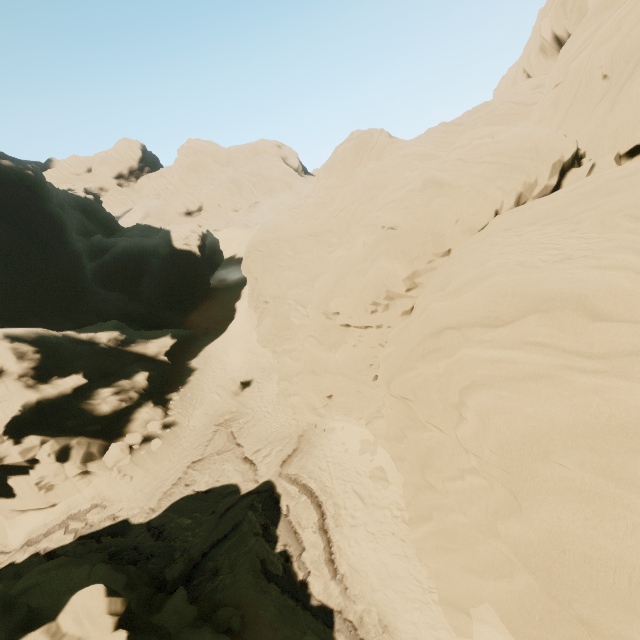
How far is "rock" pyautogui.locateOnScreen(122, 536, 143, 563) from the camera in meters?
16.0

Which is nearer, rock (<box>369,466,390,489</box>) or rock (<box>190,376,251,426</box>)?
rock (<box>369,466,390,489</box>)

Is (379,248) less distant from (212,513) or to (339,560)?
(339,560)

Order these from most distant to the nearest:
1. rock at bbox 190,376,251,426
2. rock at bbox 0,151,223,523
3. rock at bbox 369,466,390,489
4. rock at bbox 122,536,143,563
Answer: rock at bbox 190,376,251,426, rock at bbox 0,151,223,523, rock at bbox 122,536,143,563, rock at bbox 369,466,390,489

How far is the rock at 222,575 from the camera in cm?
1375

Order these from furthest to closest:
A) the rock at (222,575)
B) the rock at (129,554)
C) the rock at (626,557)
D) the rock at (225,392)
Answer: the rock at (225,392)
the rock at (129,554)
the rock at (222,575)
the rock at (626,557)
